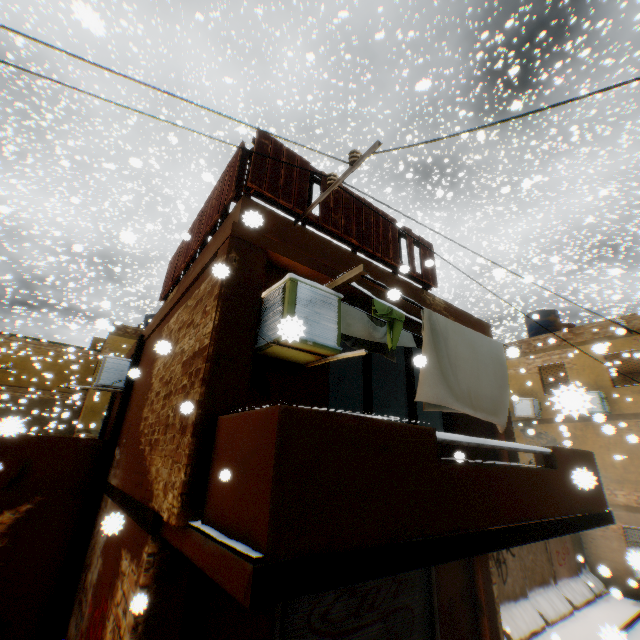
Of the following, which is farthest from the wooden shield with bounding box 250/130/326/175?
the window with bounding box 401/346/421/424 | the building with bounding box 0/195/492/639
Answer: the window with bounding box 401/346/421/424

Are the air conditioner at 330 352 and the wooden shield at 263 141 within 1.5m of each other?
yes

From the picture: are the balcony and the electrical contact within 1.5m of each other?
no

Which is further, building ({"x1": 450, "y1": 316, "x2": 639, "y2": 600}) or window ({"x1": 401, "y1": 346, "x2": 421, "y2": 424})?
building ({"x1": 450, "y1": 316, "x2": 639, "y2": 600})

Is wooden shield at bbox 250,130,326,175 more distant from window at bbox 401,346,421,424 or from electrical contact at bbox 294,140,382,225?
window at bbox 401,346,421,424

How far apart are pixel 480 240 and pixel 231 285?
18.46m

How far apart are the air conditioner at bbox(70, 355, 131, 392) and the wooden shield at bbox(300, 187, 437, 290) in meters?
0.6

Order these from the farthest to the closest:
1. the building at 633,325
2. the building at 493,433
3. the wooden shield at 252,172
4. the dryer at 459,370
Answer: the building at 633,325
the building at 493,433
the wooden shield at 252,172
the dryer at 459,370
